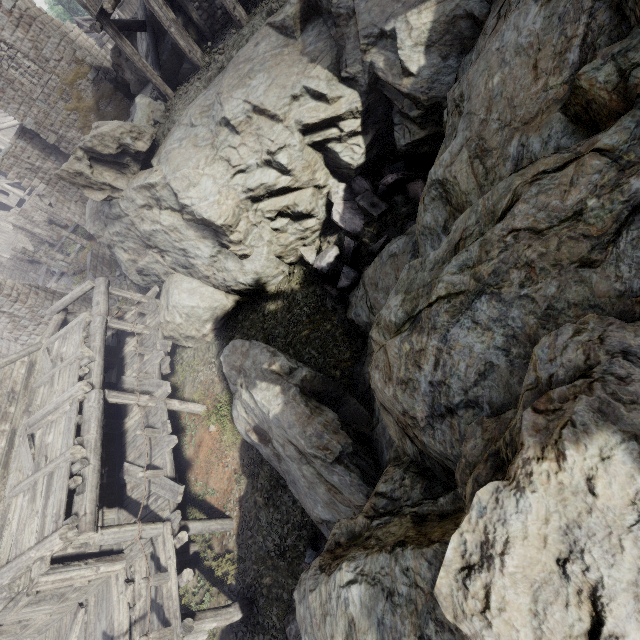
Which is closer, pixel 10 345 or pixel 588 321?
pixel 588 321

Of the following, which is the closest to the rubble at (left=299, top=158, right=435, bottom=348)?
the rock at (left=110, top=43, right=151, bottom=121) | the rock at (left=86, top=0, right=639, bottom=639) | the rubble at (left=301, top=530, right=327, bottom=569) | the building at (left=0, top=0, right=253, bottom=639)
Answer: the rock at (left=86, top=0, right=639, bottom=639)

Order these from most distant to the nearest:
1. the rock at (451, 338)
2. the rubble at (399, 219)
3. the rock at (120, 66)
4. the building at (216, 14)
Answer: the rock at (120, 66), the building at (216, 14), the rubble at (399, 219), the rock at (451, 338)

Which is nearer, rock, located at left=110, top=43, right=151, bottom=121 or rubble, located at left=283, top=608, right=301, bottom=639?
rubble, located at left=283, top=608, right=301, bottom=639

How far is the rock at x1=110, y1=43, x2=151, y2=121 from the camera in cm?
→ 1931

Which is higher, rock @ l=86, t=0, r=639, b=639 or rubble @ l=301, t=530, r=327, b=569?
rock @ l=86, t=0, r=639, b=639

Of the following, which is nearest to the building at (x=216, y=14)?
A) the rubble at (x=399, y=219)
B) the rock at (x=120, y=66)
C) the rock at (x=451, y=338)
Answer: the rock at (x=451, y=338)
